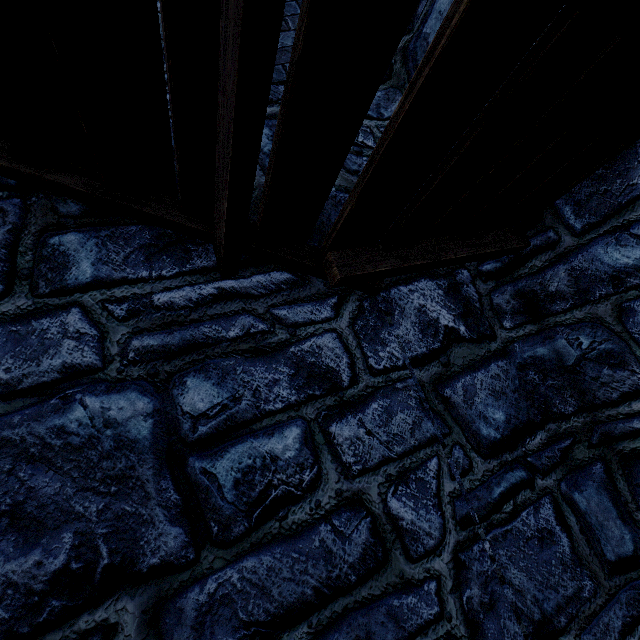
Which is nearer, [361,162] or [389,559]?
[389,559]
